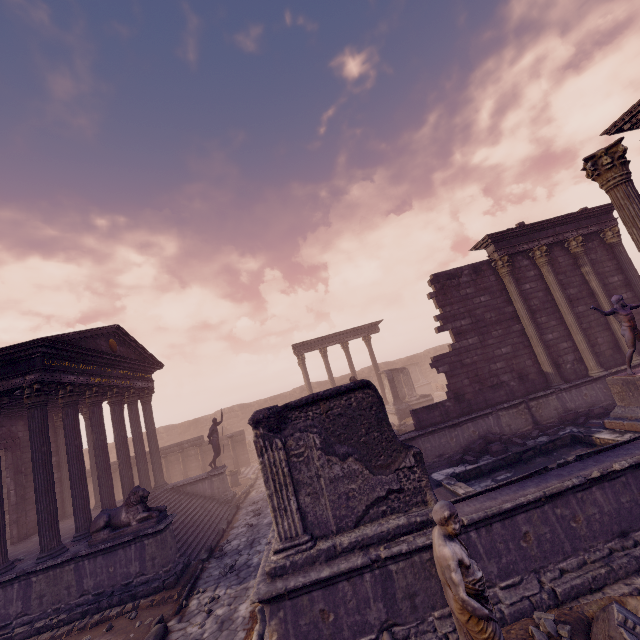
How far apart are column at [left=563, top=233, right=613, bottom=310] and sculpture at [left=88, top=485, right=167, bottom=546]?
17.5 meters

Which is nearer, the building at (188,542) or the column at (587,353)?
the building at (188,542)

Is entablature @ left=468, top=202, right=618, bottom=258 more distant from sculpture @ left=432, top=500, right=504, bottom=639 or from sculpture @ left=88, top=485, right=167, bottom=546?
sculpture @ left=88, top=485, right=167, bottom=546

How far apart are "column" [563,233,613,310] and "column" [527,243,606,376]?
0.75m

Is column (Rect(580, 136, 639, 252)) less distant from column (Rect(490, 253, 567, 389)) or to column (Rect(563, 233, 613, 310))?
column (Rect(490, 253, 567, 389))

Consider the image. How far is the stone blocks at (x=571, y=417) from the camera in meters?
10.6 m

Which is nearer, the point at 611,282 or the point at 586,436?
the point at 586,436

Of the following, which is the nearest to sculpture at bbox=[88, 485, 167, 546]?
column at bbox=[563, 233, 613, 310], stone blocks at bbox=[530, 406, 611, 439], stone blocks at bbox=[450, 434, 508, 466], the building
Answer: the building
